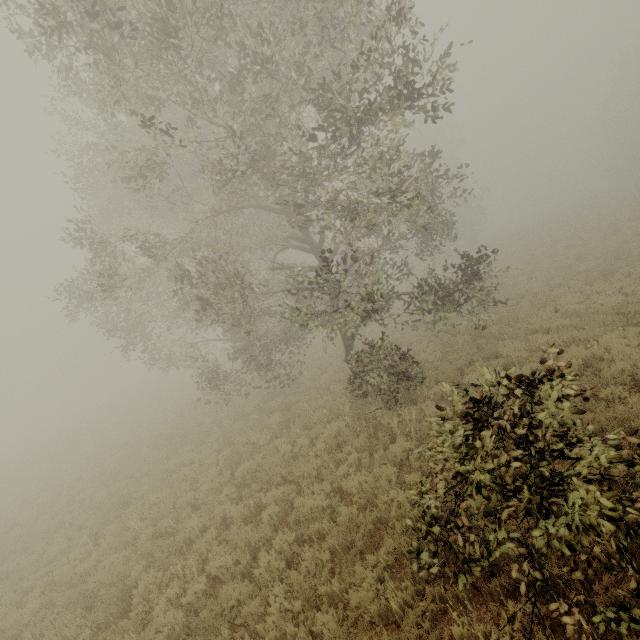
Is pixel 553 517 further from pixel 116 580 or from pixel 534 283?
pixel 534 283
